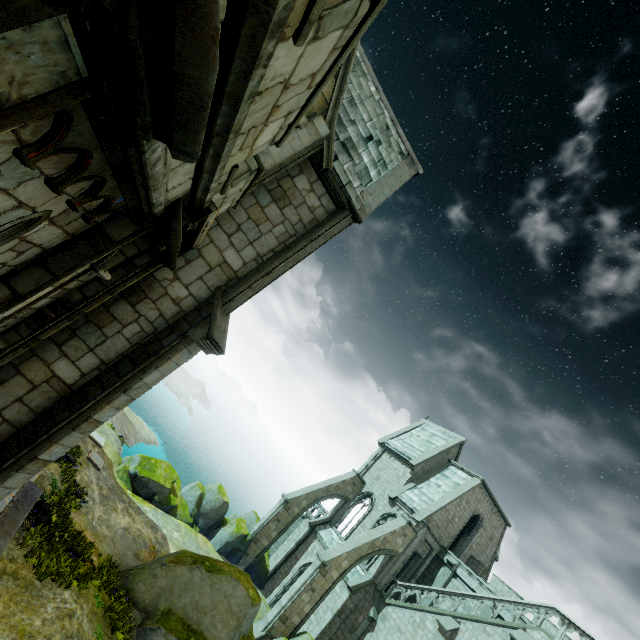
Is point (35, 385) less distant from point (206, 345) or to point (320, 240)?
point (206, 345)

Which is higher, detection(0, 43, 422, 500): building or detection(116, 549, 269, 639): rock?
detection(0, 43, 422, 500): building

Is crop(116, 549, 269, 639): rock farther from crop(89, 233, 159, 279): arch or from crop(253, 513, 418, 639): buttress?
crop(89, 233, 159, 279): arch

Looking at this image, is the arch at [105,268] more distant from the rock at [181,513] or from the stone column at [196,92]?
the rock at [181,513]

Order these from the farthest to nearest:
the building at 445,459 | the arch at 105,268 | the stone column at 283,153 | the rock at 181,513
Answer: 1. the rock at 181,513
2. the building at 445,459
3. the stone column at 283,153
4. the arch at 105,268

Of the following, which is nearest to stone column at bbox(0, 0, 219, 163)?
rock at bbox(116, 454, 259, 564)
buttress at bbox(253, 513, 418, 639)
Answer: rock at bbox(116, 454, 259, 564)

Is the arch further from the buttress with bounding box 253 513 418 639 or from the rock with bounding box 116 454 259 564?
the buttress with bounding box 253 513 418 639

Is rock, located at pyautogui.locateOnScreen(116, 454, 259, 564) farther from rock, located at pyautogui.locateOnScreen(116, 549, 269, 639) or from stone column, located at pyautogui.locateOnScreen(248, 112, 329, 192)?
stone column, located at pyautogui.locateOnScreen(248, 112, 329, 192)
